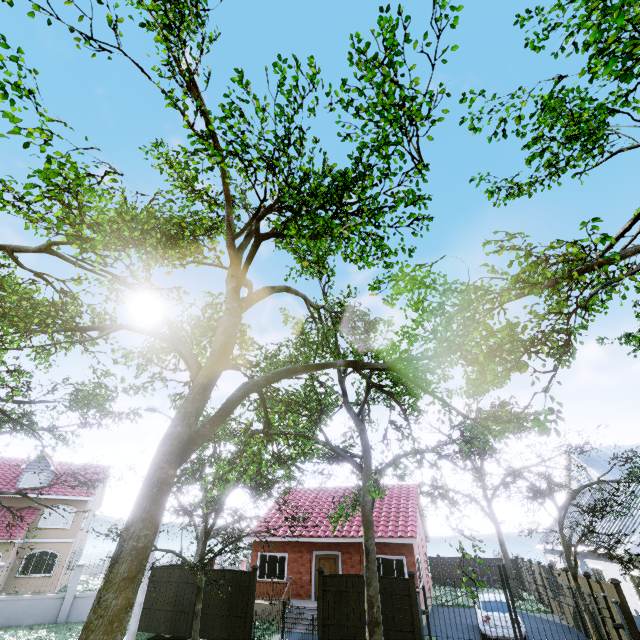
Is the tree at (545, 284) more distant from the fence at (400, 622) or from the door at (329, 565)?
the door at (329, 565)

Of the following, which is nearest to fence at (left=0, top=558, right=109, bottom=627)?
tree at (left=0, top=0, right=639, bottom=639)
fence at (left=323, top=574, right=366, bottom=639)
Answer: tree at (left=0, top=0, right=639, bottom=639)

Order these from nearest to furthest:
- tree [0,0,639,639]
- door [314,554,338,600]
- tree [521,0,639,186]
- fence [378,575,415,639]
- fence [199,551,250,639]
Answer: tree [521,0,639,186], tree [0,0,639,639], fence [378,575,415,639], fence [199,551,250,639], door [314,554,338,600]

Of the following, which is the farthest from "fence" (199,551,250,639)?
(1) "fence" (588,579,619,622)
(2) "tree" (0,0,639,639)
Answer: A: (1) "fence" (588,579,619,622)

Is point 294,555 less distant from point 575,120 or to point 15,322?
point 15,322

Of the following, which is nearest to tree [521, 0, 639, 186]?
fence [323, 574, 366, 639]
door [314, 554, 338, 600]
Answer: fence [323, 574, 366, 639]

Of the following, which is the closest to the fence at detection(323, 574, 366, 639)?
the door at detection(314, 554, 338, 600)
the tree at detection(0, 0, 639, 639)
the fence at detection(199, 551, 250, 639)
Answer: the tree at detection(0, 0, 639, 639)

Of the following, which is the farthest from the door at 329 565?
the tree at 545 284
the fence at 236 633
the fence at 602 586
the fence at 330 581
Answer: the fence at 602 586
